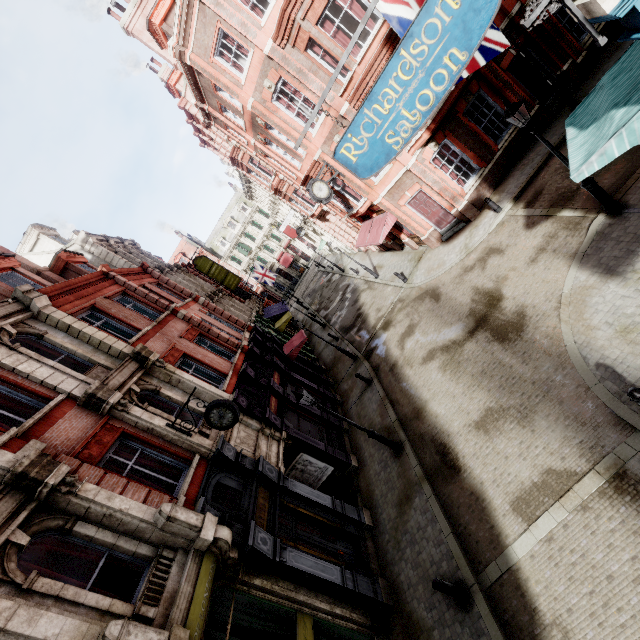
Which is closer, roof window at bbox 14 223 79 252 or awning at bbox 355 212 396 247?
awning at bbox 355 212 396 247

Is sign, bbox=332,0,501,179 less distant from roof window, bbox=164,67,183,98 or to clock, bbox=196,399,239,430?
clock, bbox=196,399,239,430

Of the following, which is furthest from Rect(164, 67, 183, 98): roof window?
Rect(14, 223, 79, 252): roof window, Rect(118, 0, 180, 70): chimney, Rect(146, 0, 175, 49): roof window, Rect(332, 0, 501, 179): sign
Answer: Rect(332, 0, 501, 179): sign

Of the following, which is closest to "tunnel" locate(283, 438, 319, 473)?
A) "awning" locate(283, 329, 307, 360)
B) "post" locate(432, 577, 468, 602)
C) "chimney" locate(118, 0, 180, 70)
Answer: "post" locate(432, 577, 468, 602)

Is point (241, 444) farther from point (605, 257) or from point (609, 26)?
point (609, 26)

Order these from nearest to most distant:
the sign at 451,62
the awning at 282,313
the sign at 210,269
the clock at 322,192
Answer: the sign at 451,62
the clock at 322,192
the awning at 282,313
the sign at 210,269

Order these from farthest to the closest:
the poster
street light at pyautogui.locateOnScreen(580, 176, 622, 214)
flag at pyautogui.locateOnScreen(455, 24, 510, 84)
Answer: the poster → street light at pyautogui.locateOnScreen(580, 176, 622, 214) → flag at pyautogui.locateOnScreen(455, 24, 510, 84)

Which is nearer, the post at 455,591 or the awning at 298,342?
the post at 455,591
